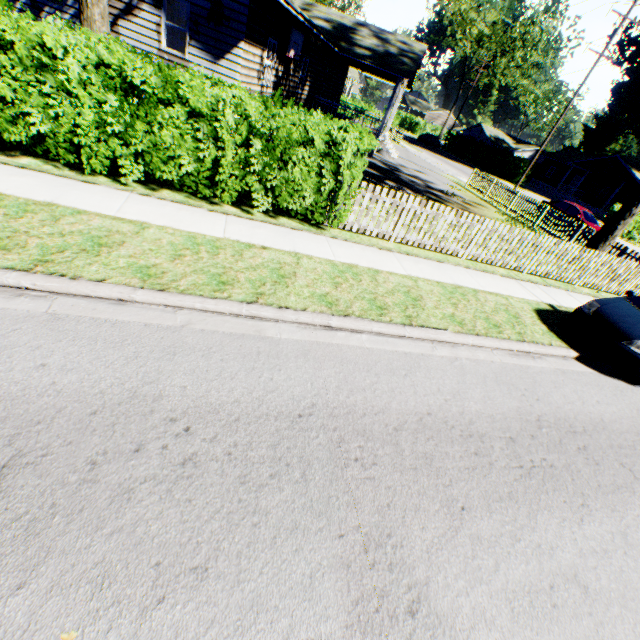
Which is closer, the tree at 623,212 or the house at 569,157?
the tree at 623,212

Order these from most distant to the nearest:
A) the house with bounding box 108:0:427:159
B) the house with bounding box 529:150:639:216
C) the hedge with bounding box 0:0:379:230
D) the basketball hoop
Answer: the house with bounding box 529:150:639:216 < the basketball hoop < the house with bounding box 108:0:427:159 < the hedge with bounding box 0:0:379:230

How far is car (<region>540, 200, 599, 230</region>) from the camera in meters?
19.3 m

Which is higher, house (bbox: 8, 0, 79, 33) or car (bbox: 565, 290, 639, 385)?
house (bbox: 8, 0, 79, 33)

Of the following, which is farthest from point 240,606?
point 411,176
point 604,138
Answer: point 604,138

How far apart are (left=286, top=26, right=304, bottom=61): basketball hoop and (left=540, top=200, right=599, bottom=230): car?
17.9 meters

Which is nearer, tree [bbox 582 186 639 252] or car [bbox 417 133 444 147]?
tree [bbox 582 186 639 252]

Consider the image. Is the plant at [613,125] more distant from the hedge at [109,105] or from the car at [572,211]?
the car at [572,211]
